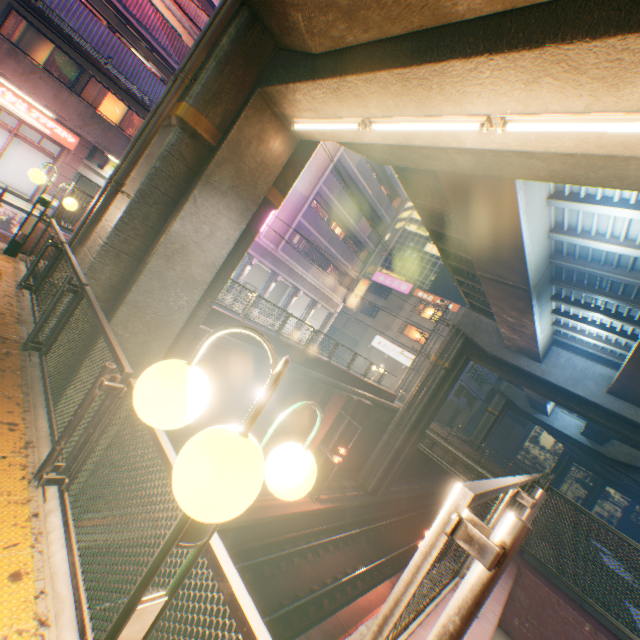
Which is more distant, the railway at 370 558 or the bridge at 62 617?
the railway at 370 558

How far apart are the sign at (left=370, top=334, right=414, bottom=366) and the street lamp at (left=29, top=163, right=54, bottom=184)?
34.08m

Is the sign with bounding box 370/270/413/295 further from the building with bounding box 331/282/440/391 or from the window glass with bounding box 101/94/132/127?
the window glass with bounding box 101/94/132/127

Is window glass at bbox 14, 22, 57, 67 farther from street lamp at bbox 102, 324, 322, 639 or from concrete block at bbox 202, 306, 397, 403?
street lamp at bbox 102, 324, 322, 639

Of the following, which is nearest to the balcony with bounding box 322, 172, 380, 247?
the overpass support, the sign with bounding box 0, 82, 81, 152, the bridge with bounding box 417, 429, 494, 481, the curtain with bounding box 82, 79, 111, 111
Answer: the overpass support

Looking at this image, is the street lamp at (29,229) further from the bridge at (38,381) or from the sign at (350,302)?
the sign at (350,302)

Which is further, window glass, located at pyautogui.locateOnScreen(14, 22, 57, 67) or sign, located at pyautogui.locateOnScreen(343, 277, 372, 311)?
sign, located at pyautogui.locateOnScreen(343, 277, 372, 311)

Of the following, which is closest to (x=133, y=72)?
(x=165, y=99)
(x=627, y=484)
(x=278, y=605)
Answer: (x=165, y=99)
